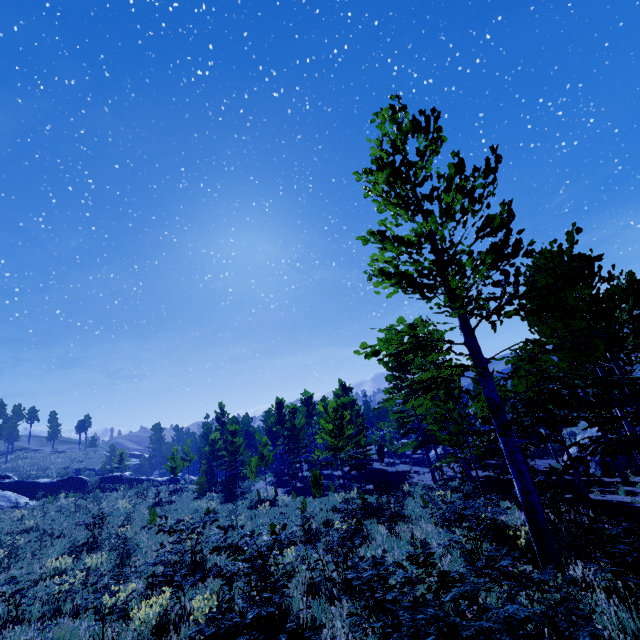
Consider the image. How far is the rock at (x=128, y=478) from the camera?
38.0 meters

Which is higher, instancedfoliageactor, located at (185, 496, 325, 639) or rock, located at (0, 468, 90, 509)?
rock, located at (0, 468, 90, 509)

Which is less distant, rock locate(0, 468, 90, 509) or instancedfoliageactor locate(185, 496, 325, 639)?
instancedfoliageactor locate(185, 496, 325, 639)

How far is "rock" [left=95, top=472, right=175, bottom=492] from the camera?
38.0 meters

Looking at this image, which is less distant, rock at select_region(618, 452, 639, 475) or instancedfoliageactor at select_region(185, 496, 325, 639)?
instancedfoliageactor at select_region(185, 496, 325, 639)

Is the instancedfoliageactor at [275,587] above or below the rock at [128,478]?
below

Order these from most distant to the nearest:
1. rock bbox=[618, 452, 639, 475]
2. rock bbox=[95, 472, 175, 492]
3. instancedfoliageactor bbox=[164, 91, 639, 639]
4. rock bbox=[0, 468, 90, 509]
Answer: rock bbox=[95, 472, 175, 492]
rock bbox=[0, 468, 90, 509]
rock bbox=[618, 452, 639, 475]
instancedfoliageactor bbox=[164, 91, 639, 639]

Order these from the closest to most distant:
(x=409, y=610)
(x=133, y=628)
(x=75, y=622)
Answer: (x=409, y=610)
(x=133, y=628)
(x=75, y=622)
